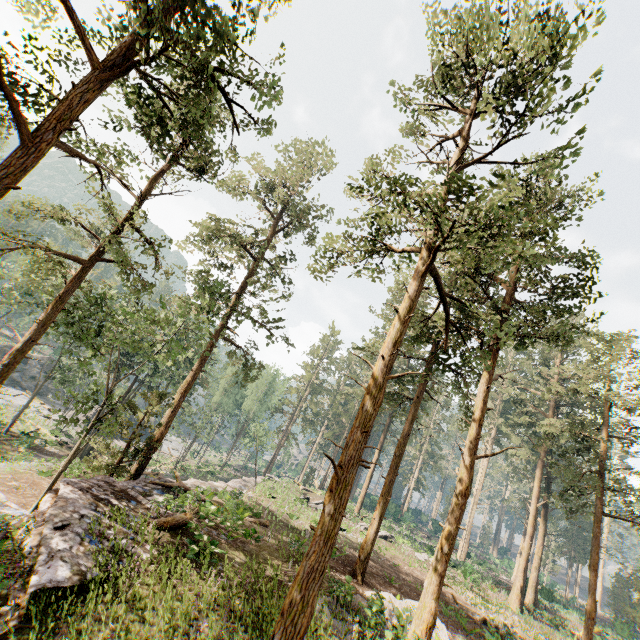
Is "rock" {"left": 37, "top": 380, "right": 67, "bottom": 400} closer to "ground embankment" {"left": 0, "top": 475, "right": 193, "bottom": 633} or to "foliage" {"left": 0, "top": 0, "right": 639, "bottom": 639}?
"foliage" {"left": 0, "top": 0, "right": 639, "bottom": 639}

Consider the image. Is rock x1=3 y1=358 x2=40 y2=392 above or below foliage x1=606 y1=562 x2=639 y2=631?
below

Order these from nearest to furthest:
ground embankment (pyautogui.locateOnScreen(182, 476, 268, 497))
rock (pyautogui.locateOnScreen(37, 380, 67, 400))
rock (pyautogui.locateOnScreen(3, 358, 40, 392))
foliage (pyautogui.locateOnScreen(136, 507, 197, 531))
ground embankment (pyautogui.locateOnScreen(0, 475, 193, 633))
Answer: ground embankment (pyautogui.locateOnScreen(0, 475, 193, 633)) < foliage (pyautogui.locateOnScreen(136, 507, 197, 531)) < ground embankment (pyautogui.locateOnScreen(182, 476, 268, 497)) < rock (pyautogui.locateOnScreen(3, 358, 40, 392)) < rock (pyautogui.locateOnScreen(37, 380, 67, 400))

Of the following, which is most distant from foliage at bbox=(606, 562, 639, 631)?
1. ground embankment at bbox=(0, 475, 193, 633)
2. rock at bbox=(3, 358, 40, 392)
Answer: rock at bbox=(3, 358, 40, 392)

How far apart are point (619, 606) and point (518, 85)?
73.12m

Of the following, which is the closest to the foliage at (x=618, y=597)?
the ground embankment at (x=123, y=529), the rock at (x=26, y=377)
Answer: the ground embankment at (x=123, y=529)

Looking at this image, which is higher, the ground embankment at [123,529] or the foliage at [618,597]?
the foliage at [618,597]
